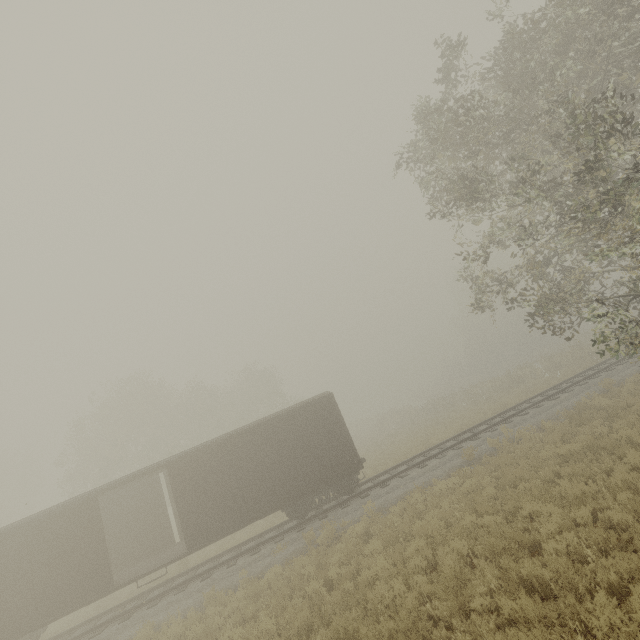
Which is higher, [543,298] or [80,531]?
[543,298]

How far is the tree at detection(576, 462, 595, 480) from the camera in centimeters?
878cm

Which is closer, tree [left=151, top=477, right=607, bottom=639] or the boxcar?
tree [left=151, top=477, right=607, bottom=639]

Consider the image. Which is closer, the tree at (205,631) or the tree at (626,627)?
the tree at (626,627)

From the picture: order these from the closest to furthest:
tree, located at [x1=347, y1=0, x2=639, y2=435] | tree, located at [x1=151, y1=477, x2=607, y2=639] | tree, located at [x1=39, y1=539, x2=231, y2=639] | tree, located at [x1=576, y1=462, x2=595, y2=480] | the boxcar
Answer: tree, located at [x1=151, y1=477, x2=607, y2=639] < tree, located at [x1=347, y1=0, x2=639, y2=435] < tree, located at [x1=576, y1=462, x2=595, y2=480] < the boxcar < tree, located at [x1=39, y1=539, x2=231, y2=639]

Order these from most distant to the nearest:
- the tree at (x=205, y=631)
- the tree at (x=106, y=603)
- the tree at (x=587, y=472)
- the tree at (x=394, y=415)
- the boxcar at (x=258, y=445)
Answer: the tree at (x=106, y=603) → the boxcar at (x=258, y=445) → the tree at (x=587, y=472) → the tree at (x=394, y=415) → the tree at (x=205, y=631)

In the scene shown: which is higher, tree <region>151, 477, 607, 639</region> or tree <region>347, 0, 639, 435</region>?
tree <region>347, 0, 639, 435</region>
